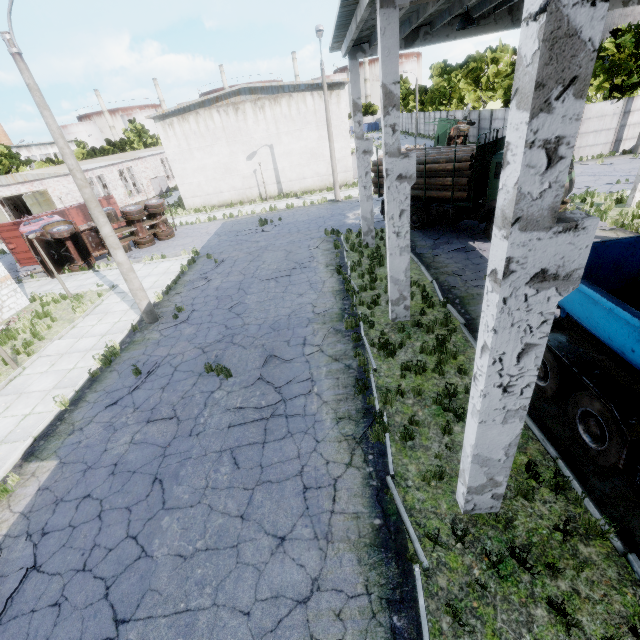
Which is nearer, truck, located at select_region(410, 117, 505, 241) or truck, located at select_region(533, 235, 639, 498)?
truck, located at select_region(533, 235, 639, 498)

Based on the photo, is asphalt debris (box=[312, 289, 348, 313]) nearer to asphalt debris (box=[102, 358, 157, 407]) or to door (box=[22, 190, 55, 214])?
asphalt debris (box=[102, 358, 157, 407])

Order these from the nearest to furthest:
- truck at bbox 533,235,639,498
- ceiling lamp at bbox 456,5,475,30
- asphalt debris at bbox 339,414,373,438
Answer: truck at bbox 533,235,639,498 < asphalt debris at bbox 339,414,373,438 < ceiling lamp at bbox 456,5,475,30

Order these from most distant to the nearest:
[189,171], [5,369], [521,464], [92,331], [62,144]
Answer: [189,171]
[92,331]
[5,369]
[62,144]
[521,464]

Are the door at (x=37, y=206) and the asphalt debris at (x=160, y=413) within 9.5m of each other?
no

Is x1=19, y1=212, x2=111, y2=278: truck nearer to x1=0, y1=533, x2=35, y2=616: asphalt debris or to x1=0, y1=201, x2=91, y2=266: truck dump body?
x1=0, y1=201, x2=91, y2=266: truck dump body

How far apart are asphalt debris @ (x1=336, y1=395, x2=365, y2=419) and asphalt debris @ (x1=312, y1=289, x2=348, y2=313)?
4.26m

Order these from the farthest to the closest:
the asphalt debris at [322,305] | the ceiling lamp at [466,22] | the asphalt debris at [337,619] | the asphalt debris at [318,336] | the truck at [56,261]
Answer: the truck at [56,261] → the asphalt debris at [322,305] → the asphalt debris at [318,336] → the ceiling lamp at [466,22] → the asphalt debris at [337,619]
